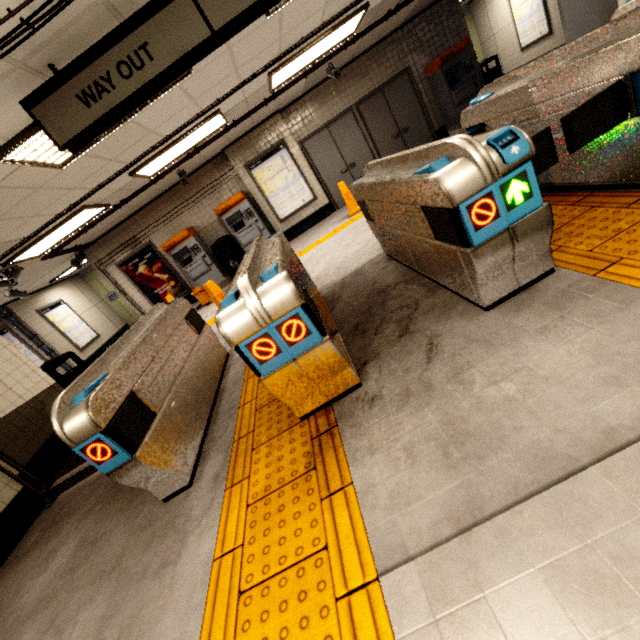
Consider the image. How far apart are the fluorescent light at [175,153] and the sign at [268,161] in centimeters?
222cm

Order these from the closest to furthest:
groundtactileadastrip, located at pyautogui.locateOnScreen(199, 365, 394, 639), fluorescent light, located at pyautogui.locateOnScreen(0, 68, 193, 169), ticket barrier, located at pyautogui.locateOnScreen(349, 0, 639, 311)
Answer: groundtactileadastrip, located at pyautogui.locateOnScreen(199, 365, 394, 639)
ticket barrier, located at pyautogui.locateOnScreen(349, 0, 639, 311)
fluorescent light, located at pyautogui.locateOnScreen(0, 68, 193, 169)

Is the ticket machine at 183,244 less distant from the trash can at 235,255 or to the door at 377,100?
the trash can at 235,255

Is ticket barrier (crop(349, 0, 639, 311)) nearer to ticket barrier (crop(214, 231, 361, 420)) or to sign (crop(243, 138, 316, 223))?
ticket barrier (crop(214, 231, 361, 420))

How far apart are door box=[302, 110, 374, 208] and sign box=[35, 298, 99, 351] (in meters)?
9.78

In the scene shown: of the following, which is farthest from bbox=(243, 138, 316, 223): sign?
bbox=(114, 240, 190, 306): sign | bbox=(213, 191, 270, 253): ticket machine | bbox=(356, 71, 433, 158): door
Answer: bbox=(114, 240, 190, 306): sign

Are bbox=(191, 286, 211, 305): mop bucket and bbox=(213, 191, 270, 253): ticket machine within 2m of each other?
yes

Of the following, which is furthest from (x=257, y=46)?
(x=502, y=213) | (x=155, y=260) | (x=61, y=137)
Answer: (x=155, y=260)
